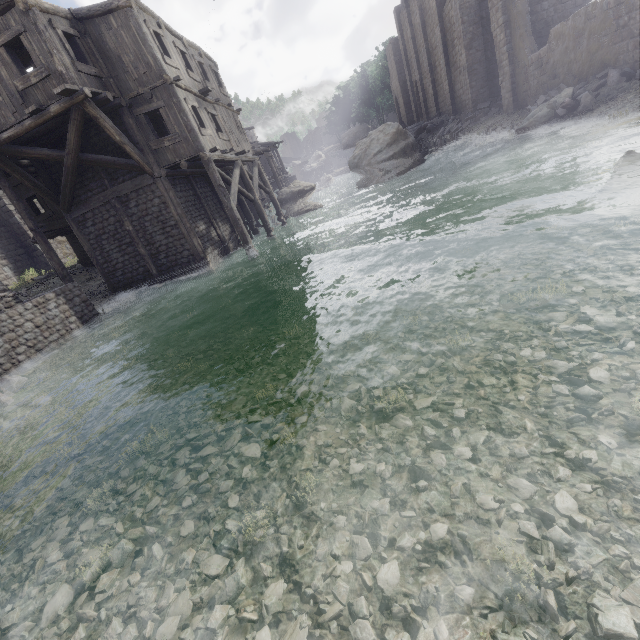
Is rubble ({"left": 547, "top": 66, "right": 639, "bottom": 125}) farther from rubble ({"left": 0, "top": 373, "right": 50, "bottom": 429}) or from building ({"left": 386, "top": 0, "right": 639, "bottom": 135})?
rubble ({"left": 0, "top": 373, "right": 50, "bottom": 429})

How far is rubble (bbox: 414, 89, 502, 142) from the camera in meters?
23.8

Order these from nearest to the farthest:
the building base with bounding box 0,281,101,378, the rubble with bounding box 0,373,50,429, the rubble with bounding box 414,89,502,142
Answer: the rubble with bounding box 0,373,50,429, the building base with bounding box 0,281,101,378, the rubble with bounding box 414,89,502,142

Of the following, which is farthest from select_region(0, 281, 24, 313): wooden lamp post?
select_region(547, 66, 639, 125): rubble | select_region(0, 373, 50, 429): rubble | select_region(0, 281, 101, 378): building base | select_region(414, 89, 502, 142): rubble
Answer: select_region(414, 89, 502, 142): rubble

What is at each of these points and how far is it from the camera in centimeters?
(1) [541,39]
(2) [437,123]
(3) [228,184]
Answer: (1) building, 1934cm
(2) rubble, 3097cm
(3) building, 1603cm

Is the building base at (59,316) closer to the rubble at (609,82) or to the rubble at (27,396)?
the rubble at (27,396)

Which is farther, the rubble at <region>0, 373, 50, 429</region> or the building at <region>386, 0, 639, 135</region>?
the building at <region>386, 0, 639, 135</region>

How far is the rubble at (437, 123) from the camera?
23.8 meters
